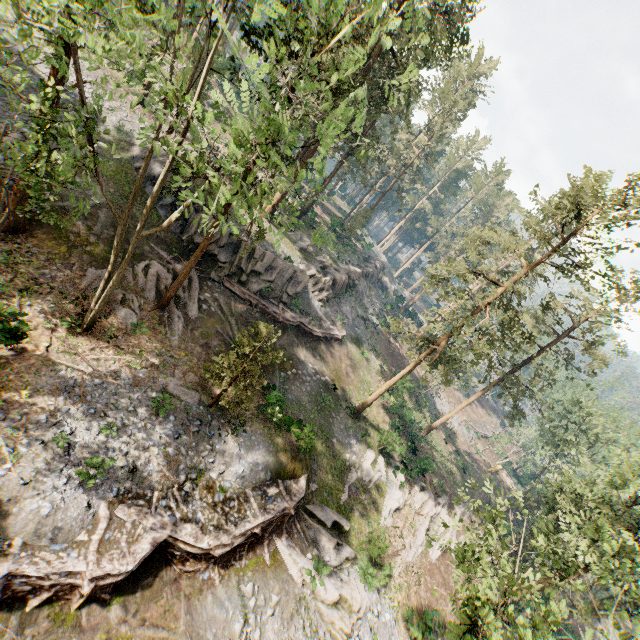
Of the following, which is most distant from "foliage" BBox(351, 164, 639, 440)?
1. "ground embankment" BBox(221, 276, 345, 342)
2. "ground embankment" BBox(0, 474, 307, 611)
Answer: "ground embankment" BBox(221, 276, 345, 342)

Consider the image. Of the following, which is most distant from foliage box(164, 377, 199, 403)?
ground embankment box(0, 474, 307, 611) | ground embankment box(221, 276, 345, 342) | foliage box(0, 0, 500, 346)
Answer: ground embankment box(221, 276, 345, 342)

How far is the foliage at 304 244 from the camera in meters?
10.2 m

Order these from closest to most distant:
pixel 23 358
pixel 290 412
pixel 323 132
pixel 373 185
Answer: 1. pixel 323 132
2. pixel 23 358
3. pixel 290 412
4. pixel 373 185

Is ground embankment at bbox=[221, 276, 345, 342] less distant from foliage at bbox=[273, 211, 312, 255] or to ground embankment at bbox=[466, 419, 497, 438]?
foliage at bbox=[273, 211, 312, 255]

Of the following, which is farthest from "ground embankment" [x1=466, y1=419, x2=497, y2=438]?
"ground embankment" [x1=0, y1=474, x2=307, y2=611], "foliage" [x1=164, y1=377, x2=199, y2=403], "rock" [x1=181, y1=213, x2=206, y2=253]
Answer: "foliage" [x1=164, y1=377, x2=199, y2=403]

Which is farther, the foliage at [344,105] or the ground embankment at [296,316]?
the ground embankment at [296,316]

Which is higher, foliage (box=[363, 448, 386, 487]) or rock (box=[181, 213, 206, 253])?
rock (box=[181, 213, 206, 253])
